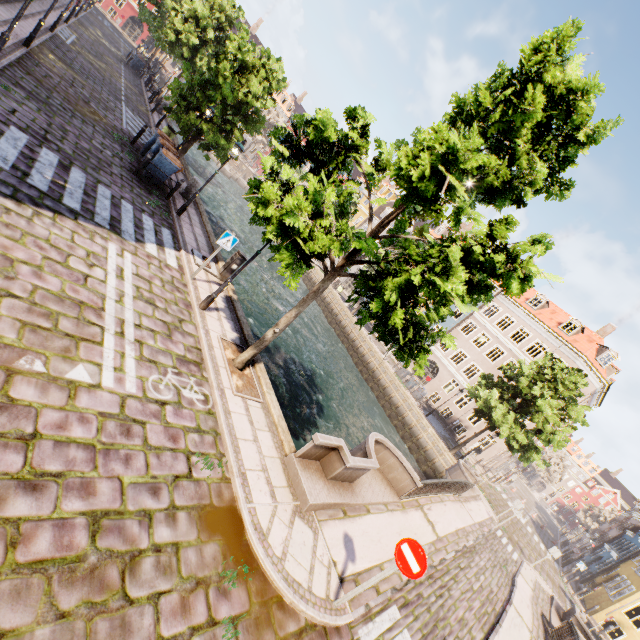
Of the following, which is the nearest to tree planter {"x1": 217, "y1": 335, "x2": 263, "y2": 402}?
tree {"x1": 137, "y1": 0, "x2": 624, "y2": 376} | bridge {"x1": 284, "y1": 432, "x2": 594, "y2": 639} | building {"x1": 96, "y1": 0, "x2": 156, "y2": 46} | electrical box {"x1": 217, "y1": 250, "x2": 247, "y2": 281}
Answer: tree {"x1": 137, "y1": 0, "x2": 624, "y2": 376}

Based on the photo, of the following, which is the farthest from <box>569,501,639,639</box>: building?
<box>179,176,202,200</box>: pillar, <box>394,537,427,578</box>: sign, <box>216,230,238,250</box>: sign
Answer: <box>216,230,238,250</box>: sign

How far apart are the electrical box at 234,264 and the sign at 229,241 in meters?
1.6

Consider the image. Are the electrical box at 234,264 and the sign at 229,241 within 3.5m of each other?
yes

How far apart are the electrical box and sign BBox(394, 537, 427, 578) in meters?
9.4 m

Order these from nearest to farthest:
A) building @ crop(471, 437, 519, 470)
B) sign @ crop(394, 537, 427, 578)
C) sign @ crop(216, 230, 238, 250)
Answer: sign @ crop(394, 537, 427, 578), sign @ crop(216, 230, 238, 250), building @ crop(471, 437, 519, 470)

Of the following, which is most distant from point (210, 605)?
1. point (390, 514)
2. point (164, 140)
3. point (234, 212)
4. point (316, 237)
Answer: point (234, 212)

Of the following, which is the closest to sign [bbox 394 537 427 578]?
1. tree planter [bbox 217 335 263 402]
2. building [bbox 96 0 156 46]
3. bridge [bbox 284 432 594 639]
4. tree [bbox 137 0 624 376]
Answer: bridge [bbox 284 432 594 639]
